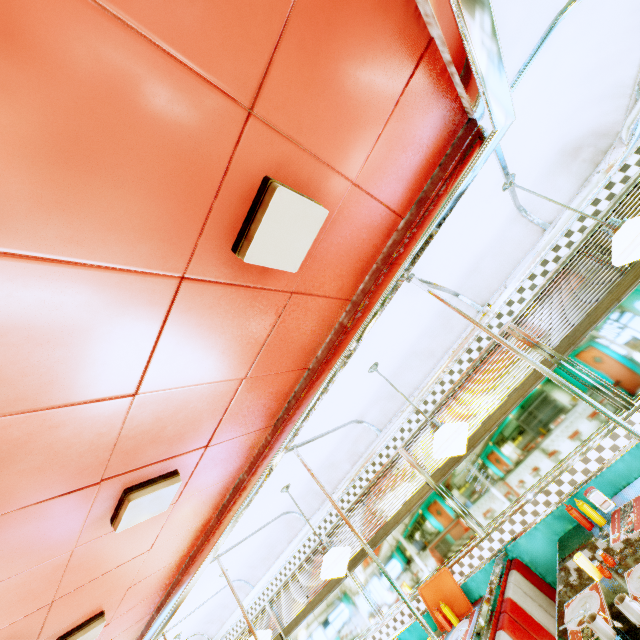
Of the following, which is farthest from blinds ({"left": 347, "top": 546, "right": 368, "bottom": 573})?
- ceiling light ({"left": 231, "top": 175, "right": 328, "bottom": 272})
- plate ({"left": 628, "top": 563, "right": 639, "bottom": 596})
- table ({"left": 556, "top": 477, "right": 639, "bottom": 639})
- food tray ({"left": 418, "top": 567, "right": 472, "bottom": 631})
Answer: ceiling light ({"left": 231, "top": 175, "right": 328, "bottom": 272})

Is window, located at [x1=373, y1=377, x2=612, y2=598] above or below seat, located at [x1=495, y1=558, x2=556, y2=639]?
above

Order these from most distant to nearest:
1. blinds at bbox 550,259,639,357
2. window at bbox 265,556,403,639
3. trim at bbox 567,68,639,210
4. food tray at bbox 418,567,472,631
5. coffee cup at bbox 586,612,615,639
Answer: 1. window at bbox 265,556,403,639
2. food tray at bbox 418,567,472,631
3. blinds at bbox 550,259,639,357
4. trim at bbox 567,68,639,210
5. coffee cup at bbox 586,612,615,639

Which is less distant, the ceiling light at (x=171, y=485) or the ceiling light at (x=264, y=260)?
the ceiling light at (x=264, y=260)

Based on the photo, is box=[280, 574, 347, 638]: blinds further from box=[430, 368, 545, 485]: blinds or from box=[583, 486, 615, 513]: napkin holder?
box=[583, 486, 615, 513]: napkin holder

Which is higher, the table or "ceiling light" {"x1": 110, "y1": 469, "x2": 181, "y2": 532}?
"ceiling light" {"x1": 110, "y1": 469, "x2": 181, "y2": 532}

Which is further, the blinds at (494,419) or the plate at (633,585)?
the blinds at (494,419)

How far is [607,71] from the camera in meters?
2.1
